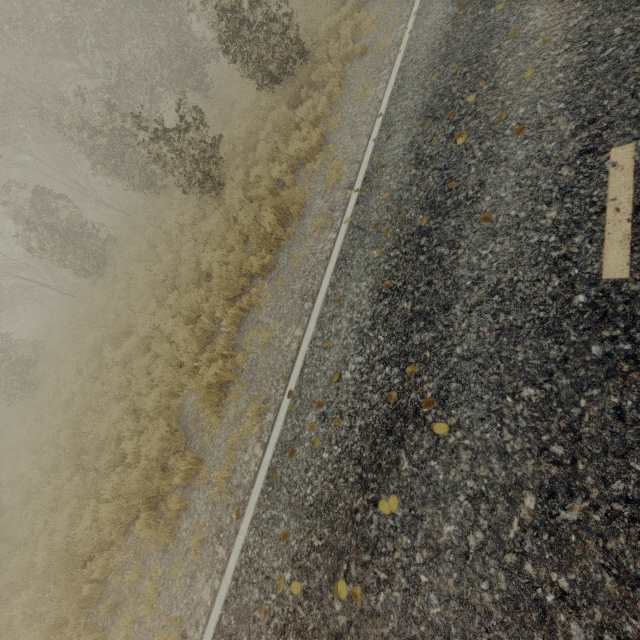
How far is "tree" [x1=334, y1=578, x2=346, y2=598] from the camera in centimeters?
316cm

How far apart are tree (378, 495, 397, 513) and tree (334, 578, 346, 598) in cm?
84

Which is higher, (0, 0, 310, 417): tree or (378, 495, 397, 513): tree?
(0, 0, 310, 417): tree

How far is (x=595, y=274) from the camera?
2.9m

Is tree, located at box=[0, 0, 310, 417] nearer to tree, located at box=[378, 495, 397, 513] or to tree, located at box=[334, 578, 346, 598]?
tree, located at box=[378, 495, 397, 513]

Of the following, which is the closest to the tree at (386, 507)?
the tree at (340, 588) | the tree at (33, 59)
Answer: the tree at (340, 588)

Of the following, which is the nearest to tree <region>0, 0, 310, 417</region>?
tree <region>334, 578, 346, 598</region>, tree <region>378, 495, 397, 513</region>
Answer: tree <region>378, 495, 397, 513</region>

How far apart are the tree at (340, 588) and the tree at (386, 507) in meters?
0.8
